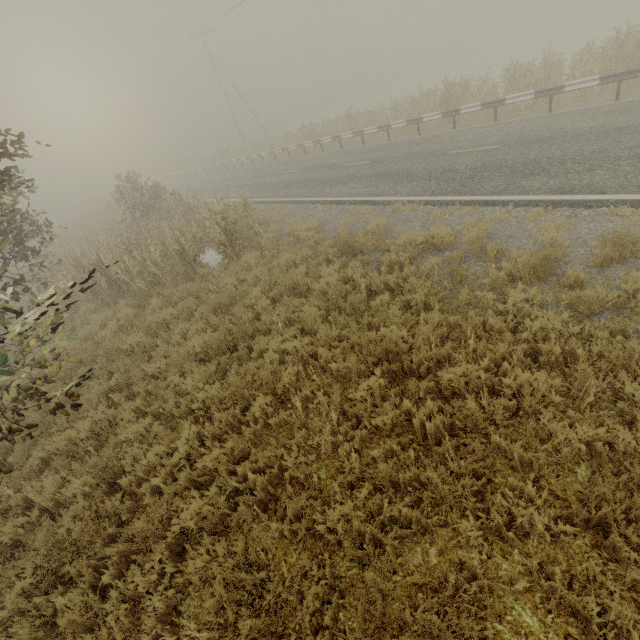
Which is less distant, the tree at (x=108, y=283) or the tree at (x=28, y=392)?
the tree at (x=28, y=392)

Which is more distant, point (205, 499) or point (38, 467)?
point (38, 467)

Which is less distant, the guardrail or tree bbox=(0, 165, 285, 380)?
tree bbox=(0, 165, 285, 380)

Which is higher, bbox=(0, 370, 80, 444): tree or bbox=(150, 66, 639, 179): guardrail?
bbox=(0, 370, 80, 444): tree

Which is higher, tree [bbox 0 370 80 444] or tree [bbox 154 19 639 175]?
tree [bbox 0 370 80 444]

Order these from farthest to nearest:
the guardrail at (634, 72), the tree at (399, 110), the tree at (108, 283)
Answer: the tree at (399, 110) → the guardrail at (634, 72) → the tree at (108, 283)

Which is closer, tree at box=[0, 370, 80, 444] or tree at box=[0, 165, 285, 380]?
tree at box=[0, 370, 80, 444]

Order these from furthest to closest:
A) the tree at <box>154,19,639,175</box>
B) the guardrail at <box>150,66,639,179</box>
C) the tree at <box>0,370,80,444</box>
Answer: the tree at <box>154,19,639,175</box>
the guardrail at <box>150,66,639,179</box>
the tree at <box>0,370,80,444</box>
